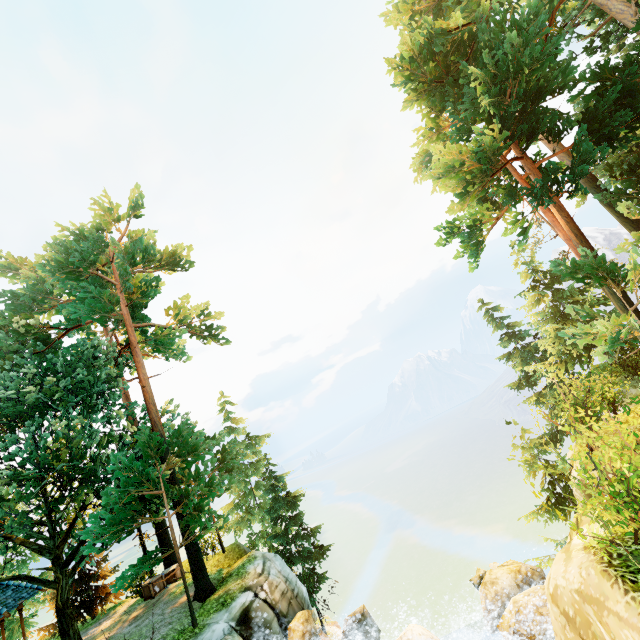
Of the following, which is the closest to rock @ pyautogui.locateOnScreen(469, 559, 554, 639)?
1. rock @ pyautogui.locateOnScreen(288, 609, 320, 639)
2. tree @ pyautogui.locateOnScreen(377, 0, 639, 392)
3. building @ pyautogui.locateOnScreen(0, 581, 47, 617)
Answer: rock @ pyautogui.locateOnScreen(288, 609, 320, 639)

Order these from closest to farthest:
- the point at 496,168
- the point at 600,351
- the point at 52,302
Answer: the point at 600,351
the point at 496,168
the point at 52,302

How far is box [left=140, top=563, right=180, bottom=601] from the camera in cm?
1692

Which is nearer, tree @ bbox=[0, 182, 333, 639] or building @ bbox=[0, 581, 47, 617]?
tree @ bbox=[0, 182, 333, 639]

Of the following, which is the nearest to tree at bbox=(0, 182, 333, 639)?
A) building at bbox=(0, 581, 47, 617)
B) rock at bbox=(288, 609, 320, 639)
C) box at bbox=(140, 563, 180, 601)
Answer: building at bbox=(0, 581, 47, 617)

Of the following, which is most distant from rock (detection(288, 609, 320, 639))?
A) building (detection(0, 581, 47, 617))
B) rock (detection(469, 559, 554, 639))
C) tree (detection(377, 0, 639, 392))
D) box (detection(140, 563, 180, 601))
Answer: building (detection(0, 581, 47, 617))

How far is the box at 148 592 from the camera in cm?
1692

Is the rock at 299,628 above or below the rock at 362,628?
above
